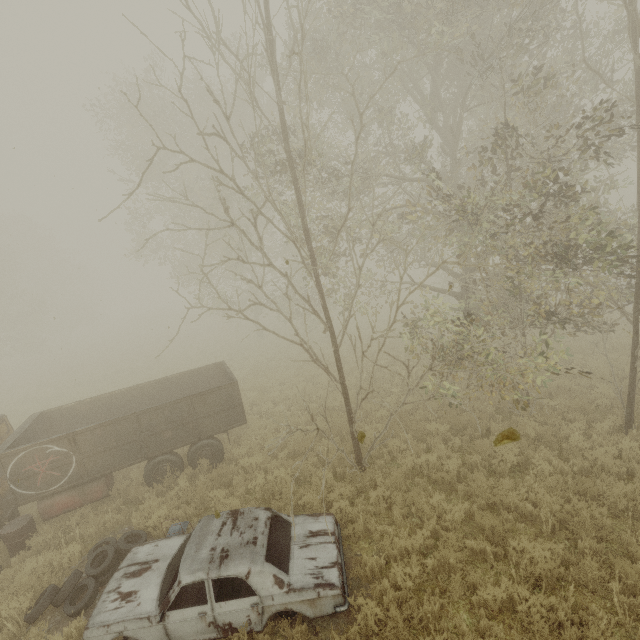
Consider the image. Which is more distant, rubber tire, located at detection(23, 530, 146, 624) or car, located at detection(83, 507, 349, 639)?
rubber tire, located at detection(23, 530, 146, 624)

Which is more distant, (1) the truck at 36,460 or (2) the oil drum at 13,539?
(1) the truck at 36,460

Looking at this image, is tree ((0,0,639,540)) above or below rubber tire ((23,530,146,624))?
above

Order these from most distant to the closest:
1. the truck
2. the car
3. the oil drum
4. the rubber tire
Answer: the truck < the oil drum < the rubber tire < the car

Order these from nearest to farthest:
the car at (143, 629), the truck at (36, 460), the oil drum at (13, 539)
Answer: the car at (143, 629), the oil drum at (13, 539), the truck at (36, 460)

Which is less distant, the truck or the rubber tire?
the rubber tire

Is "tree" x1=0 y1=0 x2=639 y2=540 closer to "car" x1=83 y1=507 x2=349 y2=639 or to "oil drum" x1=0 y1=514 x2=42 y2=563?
"car" x1=83 y1=507 x2=349 y2=639

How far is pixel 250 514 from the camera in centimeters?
617cm
